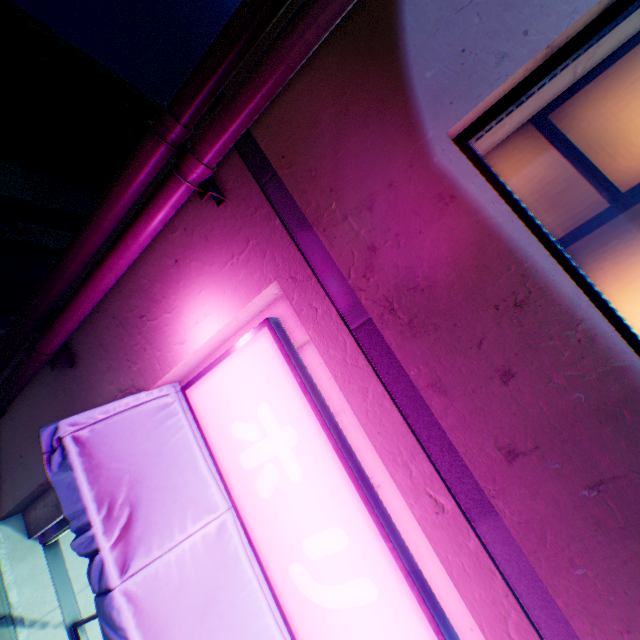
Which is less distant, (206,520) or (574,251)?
(574,251)

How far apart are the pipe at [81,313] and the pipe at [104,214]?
0.15m

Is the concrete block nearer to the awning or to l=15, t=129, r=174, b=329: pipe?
l=15, t=129, r=174, b=329: pipe

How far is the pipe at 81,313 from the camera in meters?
2.3 m

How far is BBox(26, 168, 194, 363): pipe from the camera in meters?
2.3 m

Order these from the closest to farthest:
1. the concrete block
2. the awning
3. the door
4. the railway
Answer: the awning
the door
the concrete block
the railway

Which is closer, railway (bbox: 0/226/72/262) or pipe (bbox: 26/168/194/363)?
pipe (bbox: 26/168/194/363)

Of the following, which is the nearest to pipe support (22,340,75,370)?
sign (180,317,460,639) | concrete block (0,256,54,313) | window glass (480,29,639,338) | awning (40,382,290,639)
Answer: awning (40,382,290,639)
